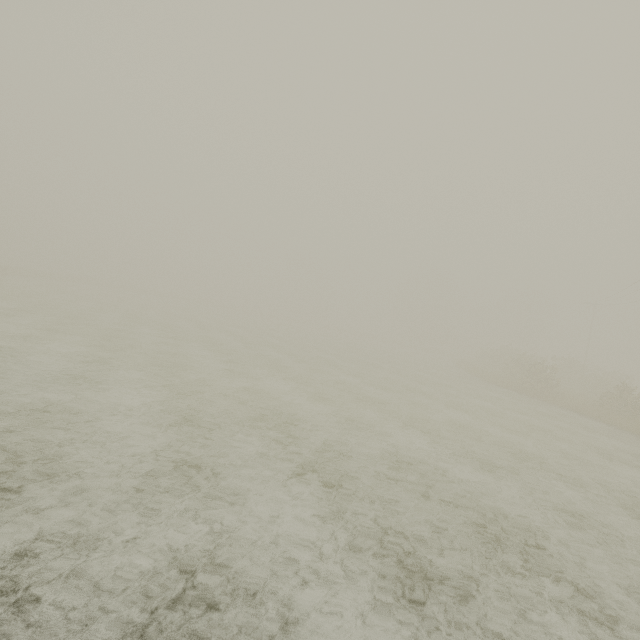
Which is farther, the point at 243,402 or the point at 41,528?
the point at 243,402
